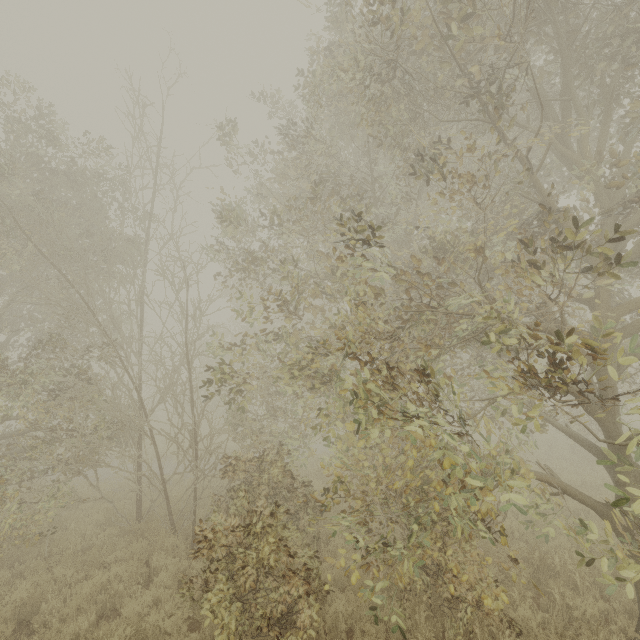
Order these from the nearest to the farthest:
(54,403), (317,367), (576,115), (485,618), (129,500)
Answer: (485,618), (317,367), (576,115), (54,403), (129,500)
